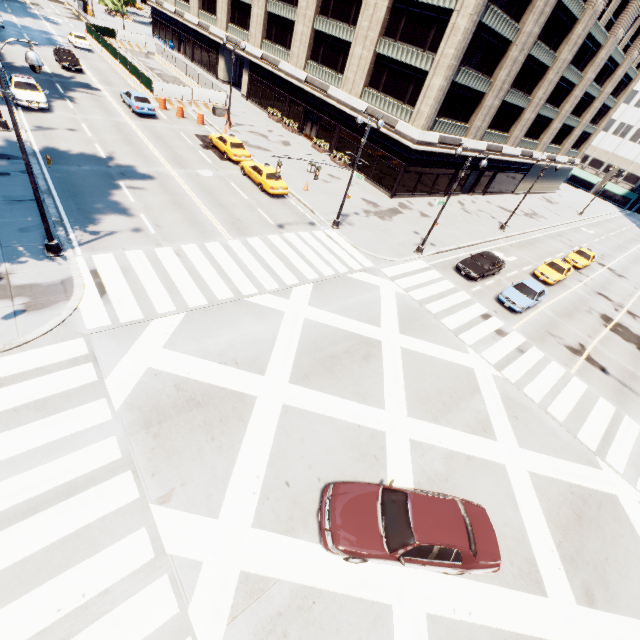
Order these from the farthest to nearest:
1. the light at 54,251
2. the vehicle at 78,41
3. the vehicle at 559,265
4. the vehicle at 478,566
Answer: the vehicle at 78,41 → the vehicle at 559,265 → the light at 54,251 → the vehicle at 478,566

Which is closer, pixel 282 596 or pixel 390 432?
pixel 282 596

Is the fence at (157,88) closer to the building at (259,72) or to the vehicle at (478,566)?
the building at (259,72)

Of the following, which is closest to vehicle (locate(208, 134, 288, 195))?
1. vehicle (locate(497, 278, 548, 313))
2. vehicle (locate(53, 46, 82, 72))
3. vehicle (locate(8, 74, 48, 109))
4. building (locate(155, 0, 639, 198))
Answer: building (locate(155, 0, 639, 198))

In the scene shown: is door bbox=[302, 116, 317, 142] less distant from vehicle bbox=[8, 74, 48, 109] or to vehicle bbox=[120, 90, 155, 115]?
vehicle bbox=[120, 90, 155, 115]

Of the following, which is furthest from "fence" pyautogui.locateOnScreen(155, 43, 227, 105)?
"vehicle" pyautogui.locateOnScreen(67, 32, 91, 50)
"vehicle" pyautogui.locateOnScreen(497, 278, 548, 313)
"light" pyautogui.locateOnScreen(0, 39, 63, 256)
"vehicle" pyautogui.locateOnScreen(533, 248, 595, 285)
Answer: "vehicle" pyautogui.locateOnScreen(533, 248, 595, 285)

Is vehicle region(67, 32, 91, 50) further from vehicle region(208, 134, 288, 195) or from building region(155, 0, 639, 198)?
vehicle region(208, 134, 288, 195)

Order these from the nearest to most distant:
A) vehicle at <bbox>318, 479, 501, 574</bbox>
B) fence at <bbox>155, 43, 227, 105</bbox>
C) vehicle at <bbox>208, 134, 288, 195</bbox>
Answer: vehicle at <bbox>318, 479, 501, 574</bbox> → vehicle at <bbox>208, 134, 288, 195</bbox> → fence at <bbox>155, 43, 227, 105</bbox>
